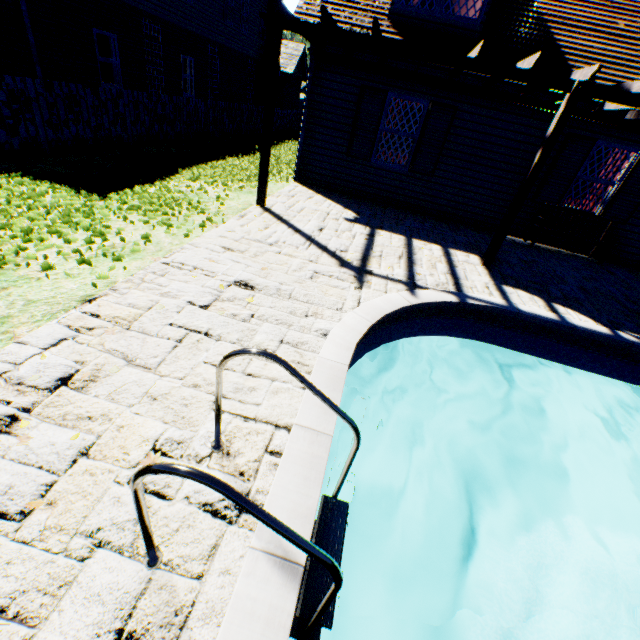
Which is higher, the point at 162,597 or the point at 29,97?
the point at 29,97

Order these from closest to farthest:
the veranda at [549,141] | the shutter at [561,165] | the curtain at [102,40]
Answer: the veranda at [549,141] < the shutter at [561,165] < the curtain at [102,40]

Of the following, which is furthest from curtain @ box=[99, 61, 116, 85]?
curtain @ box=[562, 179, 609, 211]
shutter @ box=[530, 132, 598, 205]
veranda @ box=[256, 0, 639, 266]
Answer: curtain @ box=[562, 179, 609, 211]

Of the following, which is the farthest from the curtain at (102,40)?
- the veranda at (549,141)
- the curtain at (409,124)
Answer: the curtain at (409,124)

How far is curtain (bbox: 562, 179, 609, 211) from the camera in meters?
8.2 m

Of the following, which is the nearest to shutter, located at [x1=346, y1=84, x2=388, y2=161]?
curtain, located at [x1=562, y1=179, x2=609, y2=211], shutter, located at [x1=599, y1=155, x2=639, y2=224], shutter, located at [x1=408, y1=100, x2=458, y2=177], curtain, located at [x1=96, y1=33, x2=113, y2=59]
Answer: shutter, located at [x1=408, y1=100, x2=458, y2=177]

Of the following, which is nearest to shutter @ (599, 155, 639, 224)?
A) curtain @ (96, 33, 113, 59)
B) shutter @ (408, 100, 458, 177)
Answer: shutter @ (408, 100, 458, 177)

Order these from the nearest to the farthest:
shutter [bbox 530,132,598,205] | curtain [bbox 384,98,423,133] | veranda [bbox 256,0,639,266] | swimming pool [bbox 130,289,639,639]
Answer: swimming pool [bbox 130,289,639,639], veranda [bbox 256,0,639,266], shutter [bbox 530,132,598,205], curtain [bbox 384,98,423,133]
